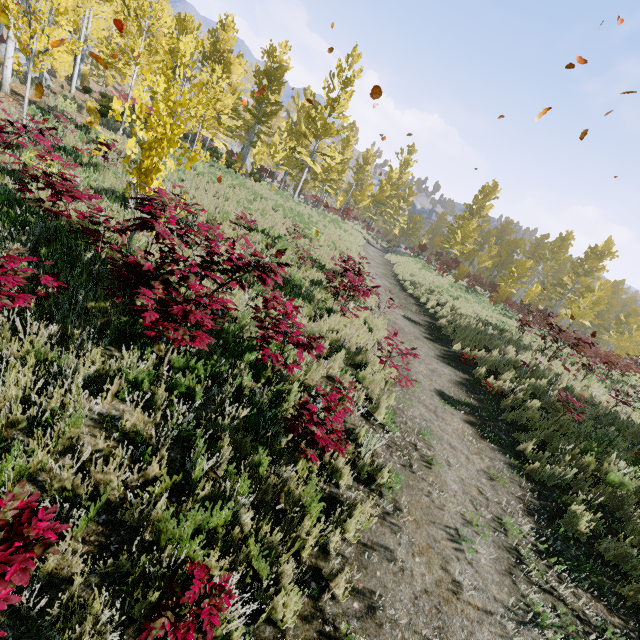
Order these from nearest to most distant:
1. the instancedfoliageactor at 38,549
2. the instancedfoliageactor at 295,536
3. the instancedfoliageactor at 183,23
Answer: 1. the instancedfoliageactor at 38,549
2. the instancedfoliageactor at 295,536
3. the instancedfoliageactor at 183,23

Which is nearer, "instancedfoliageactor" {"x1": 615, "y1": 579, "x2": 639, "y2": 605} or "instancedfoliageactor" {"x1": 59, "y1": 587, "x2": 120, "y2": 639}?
"instancedfoliageactor" {"x1": 59, "y1": 587, "x2": 120, "y2": 639}

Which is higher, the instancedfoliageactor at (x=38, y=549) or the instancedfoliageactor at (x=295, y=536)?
the instancedfoliageactor at (x=38, y=549)

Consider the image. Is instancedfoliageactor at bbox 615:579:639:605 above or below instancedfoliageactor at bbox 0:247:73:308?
below

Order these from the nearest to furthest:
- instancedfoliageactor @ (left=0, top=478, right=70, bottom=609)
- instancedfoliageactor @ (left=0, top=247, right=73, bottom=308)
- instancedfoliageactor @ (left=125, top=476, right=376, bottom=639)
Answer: instancedfoliageactor @ (left=0, top=478, right=70, bottom=609) → instancedfoliageactor @ (left=125, top=476, right=376, bottom=639) → instancedfoliageactor @ (left=0, top=247, right=73, bottom=308)

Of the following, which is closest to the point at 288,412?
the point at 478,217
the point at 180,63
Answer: the point at 180,63
